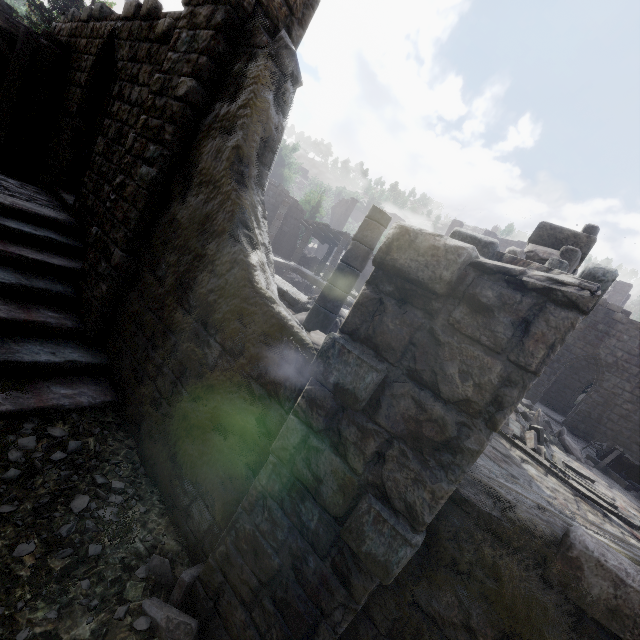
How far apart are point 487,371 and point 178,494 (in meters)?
4.05

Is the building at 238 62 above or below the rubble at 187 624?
above

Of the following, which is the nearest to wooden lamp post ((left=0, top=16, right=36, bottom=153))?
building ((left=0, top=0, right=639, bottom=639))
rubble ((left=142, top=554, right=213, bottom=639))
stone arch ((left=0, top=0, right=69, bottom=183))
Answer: stone arch ((left=0, top=0, right=69, bottom=183))

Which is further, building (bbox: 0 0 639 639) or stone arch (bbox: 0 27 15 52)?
stone arch (bbox: 0 27 15 52)

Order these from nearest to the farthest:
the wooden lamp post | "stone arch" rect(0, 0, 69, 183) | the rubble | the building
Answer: the building → the rubble → the wooden lamp post → "stone arch" rect(0, 0, 69, 183)

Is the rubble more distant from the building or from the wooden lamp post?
the wooden lamp post

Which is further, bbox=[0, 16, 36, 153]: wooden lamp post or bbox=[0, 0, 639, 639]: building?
bbox=[0, 16, 36, 153]: wooden lamp post

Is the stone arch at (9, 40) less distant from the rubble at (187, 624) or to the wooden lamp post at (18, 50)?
the wooden lamp post at (18, 50)
